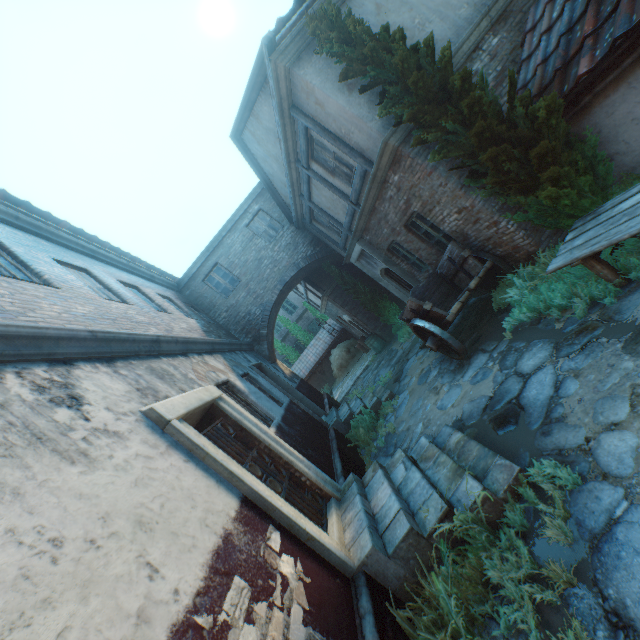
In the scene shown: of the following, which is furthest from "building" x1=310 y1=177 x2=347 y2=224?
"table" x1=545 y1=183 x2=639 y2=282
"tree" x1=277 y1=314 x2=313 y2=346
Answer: "tree" x1=277 y1=314 x2=313 y2=346

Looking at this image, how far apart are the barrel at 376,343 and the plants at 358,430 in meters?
6.5

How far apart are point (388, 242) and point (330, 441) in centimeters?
591cm

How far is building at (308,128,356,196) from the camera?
7.31m

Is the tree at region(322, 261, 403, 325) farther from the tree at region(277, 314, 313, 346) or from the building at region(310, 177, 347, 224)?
the tree at region(277, 314, 313, 346)

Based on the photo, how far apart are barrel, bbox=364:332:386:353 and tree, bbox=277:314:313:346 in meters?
10.4 m

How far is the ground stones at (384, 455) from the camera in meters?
6.6

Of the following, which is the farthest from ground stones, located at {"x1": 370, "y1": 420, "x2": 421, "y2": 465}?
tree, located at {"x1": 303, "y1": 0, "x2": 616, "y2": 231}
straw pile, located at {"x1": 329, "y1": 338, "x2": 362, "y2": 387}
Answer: straw pile, located at {"x1": 329, "y1": 338, "x2": 362, "y2": 387}
